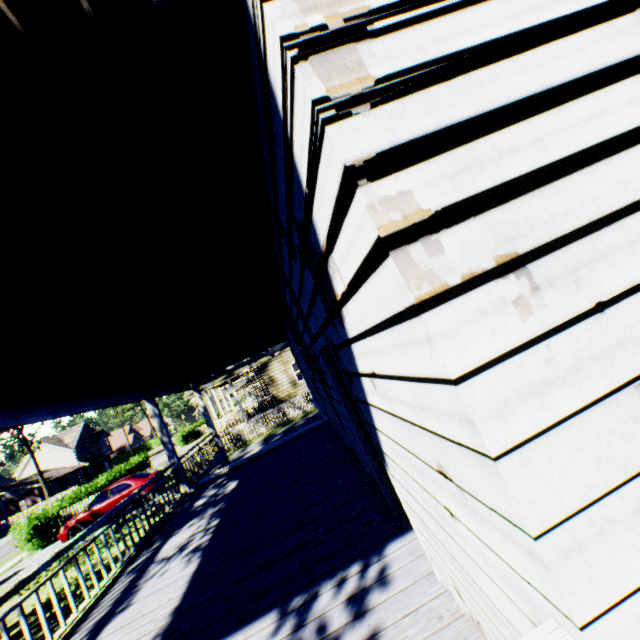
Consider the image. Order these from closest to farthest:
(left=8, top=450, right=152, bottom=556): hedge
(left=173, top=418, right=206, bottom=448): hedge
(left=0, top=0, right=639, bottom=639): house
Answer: (left=0, top=0, right=639, bottom=639): house, (left=8, top=450, right=152, bottom=556): hedge, (left=173, top=418, right=206, bottom=448): hedge

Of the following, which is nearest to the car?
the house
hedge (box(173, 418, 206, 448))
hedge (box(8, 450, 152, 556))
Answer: hedge (box(8, 450, 152, 556))

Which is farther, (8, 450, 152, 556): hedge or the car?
(8, 450, 152, 556): hedge

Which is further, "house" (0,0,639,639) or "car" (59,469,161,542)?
"car" (59,469,161,542)

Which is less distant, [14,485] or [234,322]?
[234,322]

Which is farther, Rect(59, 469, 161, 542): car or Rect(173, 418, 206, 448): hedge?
Rect(173, 418, 206, 448): hedge

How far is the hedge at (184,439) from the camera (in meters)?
41.03

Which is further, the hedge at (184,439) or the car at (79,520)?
the hedge at (184,439)
